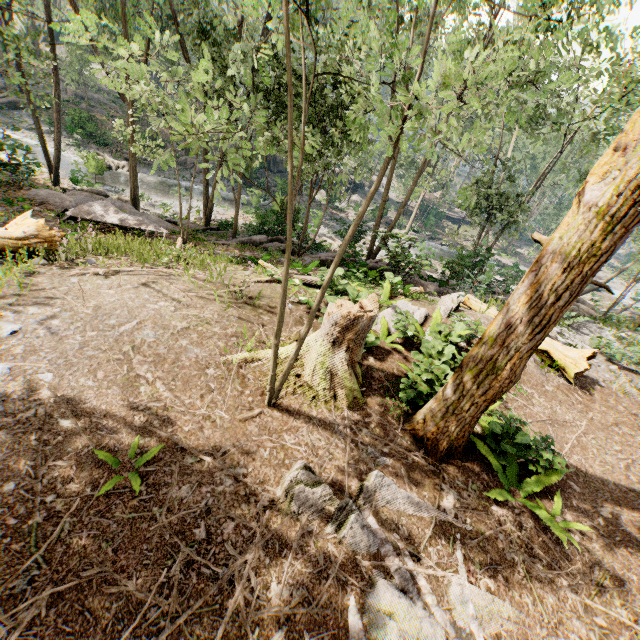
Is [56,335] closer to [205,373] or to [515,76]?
[205,373]

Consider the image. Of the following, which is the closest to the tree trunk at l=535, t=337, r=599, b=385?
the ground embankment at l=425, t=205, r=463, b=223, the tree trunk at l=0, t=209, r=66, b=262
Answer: the tree trunk at l=0, t=209, r=66, b=262

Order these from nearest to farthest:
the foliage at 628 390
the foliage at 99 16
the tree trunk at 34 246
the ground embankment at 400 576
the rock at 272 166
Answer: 1. the foliage at 99 16
2. the ground embankment at 400 576
3. the tree trunk at 34 246
4. the foliage at 628 390
5. the rock at 272 166

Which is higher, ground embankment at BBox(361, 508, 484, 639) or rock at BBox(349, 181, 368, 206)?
ground embankment at BBox(361, 508, 484, 639)

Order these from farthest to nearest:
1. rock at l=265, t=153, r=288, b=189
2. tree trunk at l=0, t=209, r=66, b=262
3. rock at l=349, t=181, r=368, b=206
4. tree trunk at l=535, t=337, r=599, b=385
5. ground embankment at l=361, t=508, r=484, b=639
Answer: rock at l=349, t=181, r=368, b=206 → rock at l=265, t=153, r=288, b=189 → tree trunk at l=535, t=337, r=599, b=385 → tree trunk at l=0, t=209, r=66, b=262 → ground embankment at l=361, t=508, r=484, b=639

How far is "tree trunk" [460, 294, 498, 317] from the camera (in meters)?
11.13

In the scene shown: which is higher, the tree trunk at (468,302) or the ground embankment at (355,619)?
the tree trunk at (468,302)
